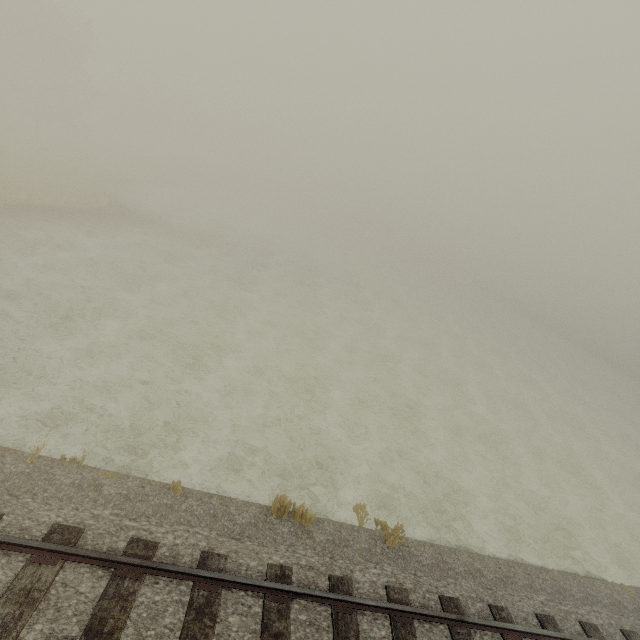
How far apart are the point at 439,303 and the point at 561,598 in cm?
3810
